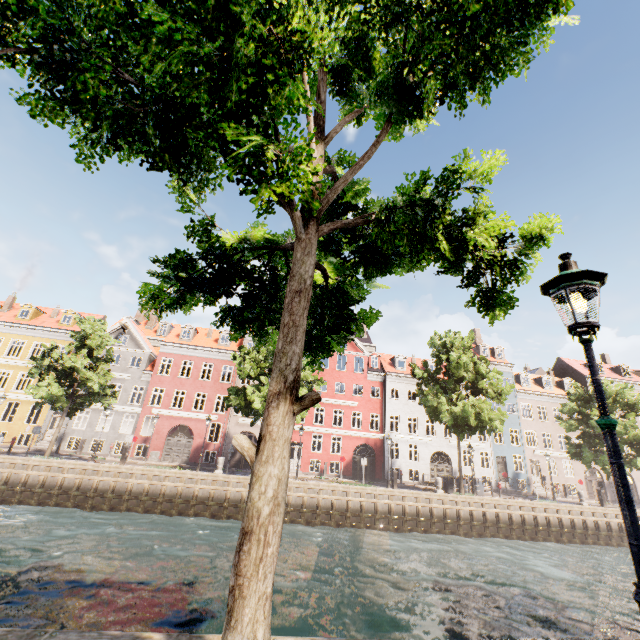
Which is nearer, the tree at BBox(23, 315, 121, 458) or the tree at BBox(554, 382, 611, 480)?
the tree at BBox(23, 315, 121, 458)

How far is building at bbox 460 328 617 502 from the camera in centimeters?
3397cm

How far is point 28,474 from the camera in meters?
19.2 m

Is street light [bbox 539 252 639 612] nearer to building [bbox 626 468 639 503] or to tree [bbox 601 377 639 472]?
tree [bbox 601 377 639 472]

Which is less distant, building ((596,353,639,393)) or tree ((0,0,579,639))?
tree ((0,0,579,639))

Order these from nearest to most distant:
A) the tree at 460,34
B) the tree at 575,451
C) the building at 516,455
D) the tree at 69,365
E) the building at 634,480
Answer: the tree at 460,34 → the tree at 69,365 → the tree at 575,451 → the building at 516,455 → the building at 634,480

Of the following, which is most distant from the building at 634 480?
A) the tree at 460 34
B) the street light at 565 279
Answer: the street light at 565 279
